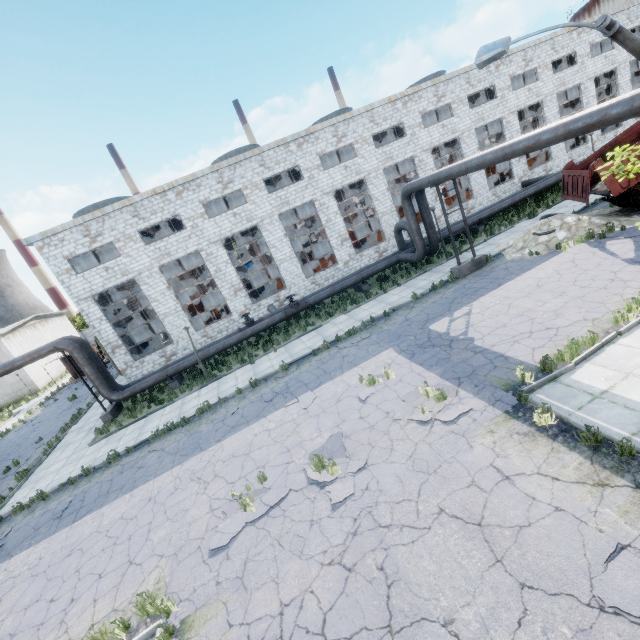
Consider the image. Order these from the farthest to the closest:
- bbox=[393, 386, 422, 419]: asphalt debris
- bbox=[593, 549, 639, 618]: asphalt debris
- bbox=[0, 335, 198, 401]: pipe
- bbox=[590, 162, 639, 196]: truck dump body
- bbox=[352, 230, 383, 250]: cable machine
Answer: bbox=[352, 230, 383, 250]: cable machine, bbox=[0, 335, 198, 401]: pipe, bbox=[590, 162, 639, 196]: truck dump body, bbox=[393, 386, 422, 419]: asphalt debris, bbox=[593, 549, 639, 618]: asphalt debris

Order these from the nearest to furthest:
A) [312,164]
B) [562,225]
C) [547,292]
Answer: [547,292] → [562,225] → [312,164]

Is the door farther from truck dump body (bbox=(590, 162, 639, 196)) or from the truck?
the truck

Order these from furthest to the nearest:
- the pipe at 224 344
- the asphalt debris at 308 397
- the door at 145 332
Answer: the door at 145 332 < the pipe at 224 344 < the asphalt debris at 308 397

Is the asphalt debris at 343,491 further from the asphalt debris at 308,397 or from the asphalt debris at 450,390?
the asphalt debris at 308,397

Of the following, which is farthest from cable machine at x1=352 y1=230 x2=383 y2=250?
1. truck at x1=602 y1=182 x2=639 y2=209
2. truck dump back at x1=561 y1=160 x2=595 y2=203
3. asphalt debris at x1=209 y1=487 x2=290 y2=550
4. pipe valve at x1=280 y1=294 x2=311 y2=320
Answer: asphalt debris at x1=209 y1=487 x2=290 y2=550

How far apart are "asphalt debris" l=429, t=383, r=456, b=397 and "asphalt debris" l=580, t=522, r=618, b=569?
3.1m

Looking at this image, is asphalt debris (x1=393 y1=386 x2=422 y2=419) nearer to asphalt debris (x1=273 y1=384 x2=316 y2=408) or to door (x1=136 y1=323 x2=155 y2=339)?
asphalt debris (x1=273 y1=384 x2=316 y2=408)
